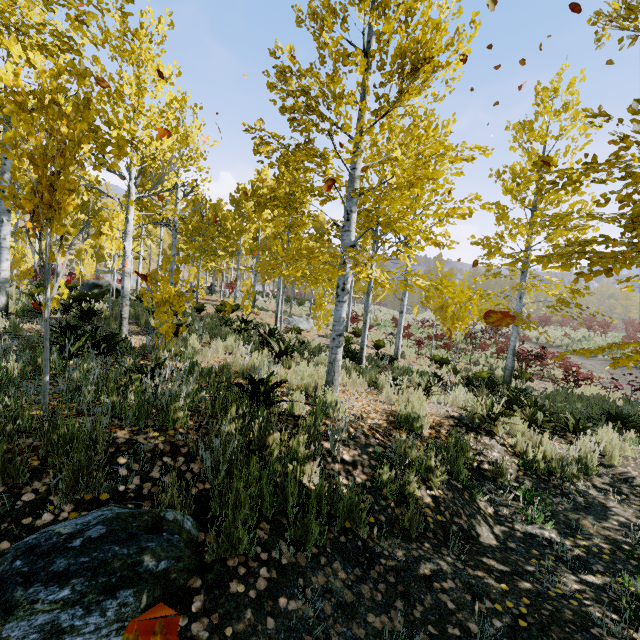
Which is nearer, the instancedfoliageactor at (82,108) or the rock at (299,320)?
the instancedfoliageactor at (82,108)

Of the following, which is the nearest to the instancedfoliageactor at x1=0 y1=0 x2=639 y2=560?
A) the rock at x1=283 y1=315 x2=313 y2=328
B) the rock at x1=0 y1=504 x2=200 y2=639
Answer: the rock at x1=0 y1=504 x2=200 y2=639

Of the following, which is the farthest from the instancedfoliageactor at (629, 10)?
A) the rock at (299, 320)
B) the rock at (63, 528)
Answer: the rock at (299, 320)

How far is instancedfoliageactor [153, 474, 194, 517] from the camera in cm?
219

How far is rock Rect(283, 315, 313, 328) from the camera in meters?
17.6 m

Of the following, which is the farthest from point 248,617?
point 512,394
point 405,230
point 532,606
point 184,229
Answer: point 184,229

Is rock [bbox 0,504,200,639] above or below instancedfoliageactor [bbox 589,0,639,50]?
below
